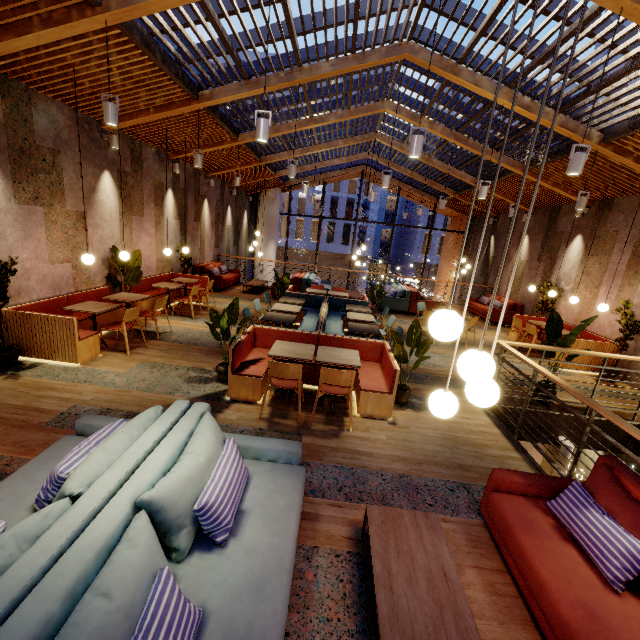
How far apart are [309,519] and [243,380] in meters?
2.2

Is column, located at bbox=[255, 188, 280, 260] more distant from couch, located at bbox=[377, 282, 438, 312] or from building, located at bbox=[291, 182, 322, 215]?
building, located at bbox=[291, 182, 322, 215]

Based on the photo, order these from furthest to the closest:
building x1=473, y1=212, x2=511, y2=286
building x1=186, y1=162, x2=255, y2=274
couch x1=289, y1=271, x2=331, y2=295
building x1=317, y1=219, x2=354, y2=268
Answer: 1. building x1=317, y1=219, x2=354, y2=268
2. building x1=473, y1=212, x2=511, y2=286
3. couch x1=289, y1=271, x2=331, y2=295
4. building x1=186, y1=162, x2=255, y2=274

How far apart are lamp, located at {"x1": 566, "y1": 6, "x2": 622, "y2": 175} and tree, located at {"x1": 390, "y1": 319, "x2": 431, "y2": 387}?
2.68m

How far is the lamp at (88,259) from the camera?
4.9m

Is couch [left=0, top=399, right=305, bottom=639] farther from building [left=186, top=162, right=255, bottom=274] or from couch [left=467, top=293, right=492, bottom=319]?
couch [left=467, top=293, right=492, bottom=319]

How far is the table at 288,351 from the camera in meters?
4.5 m

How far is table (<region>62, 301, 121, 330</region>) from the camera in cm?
552
